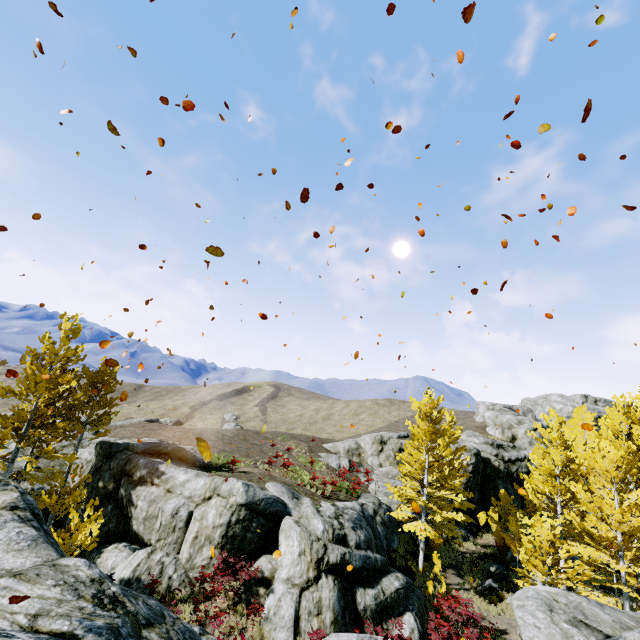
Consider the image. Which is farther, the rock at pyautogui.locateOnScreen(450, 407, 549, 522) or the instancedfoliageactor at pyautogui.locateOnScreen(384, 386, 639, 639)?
the rock at pyautogui.locateOnScreen(450, 407, 549, 522)

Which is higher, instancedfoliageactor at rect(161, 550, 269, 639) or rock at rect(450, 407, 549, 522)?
rock at rect(450, 407, 549, 522)

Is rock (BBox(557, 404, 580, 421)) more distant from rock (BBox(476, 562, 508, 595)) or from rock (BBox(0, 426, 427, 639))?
rock (BBox(0, 426, 427, 639))

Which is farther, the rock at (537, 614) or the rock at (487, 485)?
the rock at (487, 485)

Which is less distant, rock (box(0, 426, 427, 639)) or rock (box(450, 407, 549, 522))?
rock (box(0, 426, 427, 639))

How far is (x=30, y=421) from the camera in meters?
16.9 m

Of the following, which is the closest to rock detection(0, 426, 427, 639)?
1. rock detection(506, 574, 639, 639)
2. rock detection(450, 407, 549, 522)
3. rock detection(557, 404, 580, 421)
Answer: rock detection(506, 574, 639, 639)

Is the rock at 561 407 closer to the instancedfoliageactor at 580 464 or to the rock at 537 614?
the rock at 537 614
